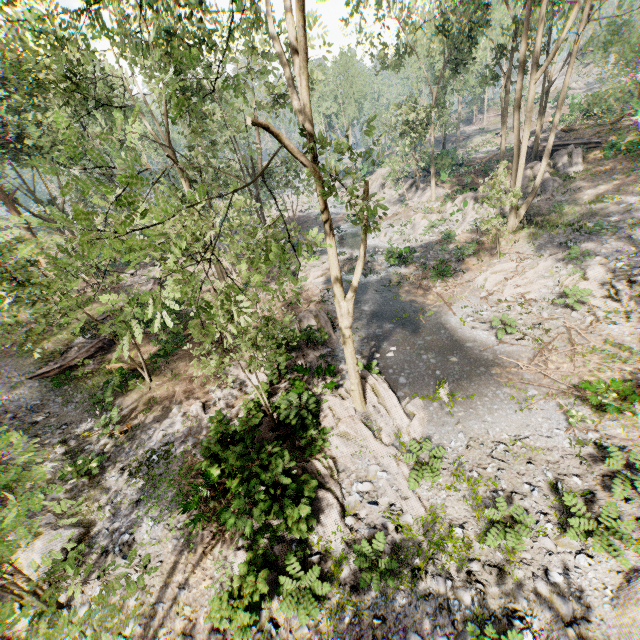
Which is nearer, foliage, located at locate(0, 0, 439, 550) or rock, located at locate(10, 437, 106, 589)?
foliage, located at locate(0, 0, 439, 550)

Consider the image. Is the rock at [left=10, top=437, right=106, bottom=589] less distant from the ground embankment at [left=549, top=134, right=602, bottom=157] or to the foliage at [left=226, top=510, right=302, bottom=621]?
the foliage at [left=226, top=510, right=302, bottom=621]

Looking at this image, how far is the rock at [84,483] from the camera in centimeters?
957cm

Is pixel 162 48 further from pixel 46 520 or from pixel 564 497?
pixel 564 497

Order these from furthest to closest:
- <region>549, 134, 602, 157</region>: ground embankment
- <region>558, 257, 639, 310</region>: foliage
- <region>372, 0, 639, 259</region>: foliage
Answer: <region>549, 134, 602, 157</region>: ground embankment
<region>372, 0, 639, 259</region>: foliage
<region>558, 257, 639, 310</region>: foliage

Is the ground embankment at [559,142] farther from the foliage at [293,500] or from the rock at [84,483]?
Result: the rock at [84,483]

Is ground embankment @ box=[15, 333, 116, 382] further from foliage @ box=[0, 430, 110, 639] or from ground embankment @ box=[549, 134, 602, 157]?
ground embankment @ box=[549, 134, 602, 157]

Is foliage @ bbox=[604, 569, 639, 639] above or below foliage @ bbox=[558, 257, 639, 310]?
below
